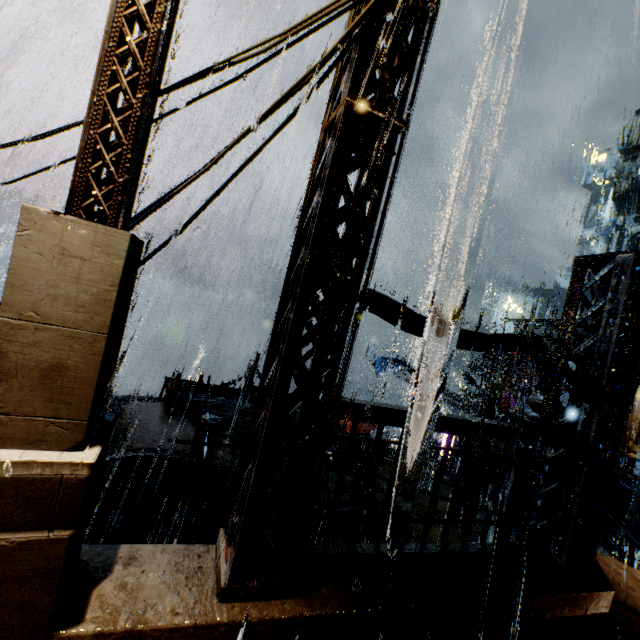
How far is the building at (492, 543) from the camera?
4.8m

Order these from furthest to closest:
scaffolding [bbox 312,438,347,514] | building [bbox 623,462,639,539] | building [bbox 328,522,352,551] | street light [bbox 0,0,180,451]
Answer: building [bbox 623,462,639,539] → scaffolding [bbox 312,438,347,514] → building [bbox 328,522,352,551] → street light [bbox 0,0,180,451]

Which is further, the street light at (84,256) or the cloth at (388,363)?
the cloth at (388,363)

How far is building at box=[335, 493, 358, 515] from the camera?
10.89m

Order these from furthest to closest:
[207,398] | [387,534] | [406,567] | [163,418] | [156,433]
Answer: [163,418] → [156,433] → [387,534] → [207,398] → [406,567]

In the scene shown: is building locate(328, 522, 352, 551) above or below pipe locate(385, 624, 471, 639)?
below

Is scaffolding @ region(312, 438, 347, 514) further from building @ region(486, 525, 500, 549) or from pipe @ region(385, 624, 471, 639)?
pipe @ region(385, 624, 471, 639)
